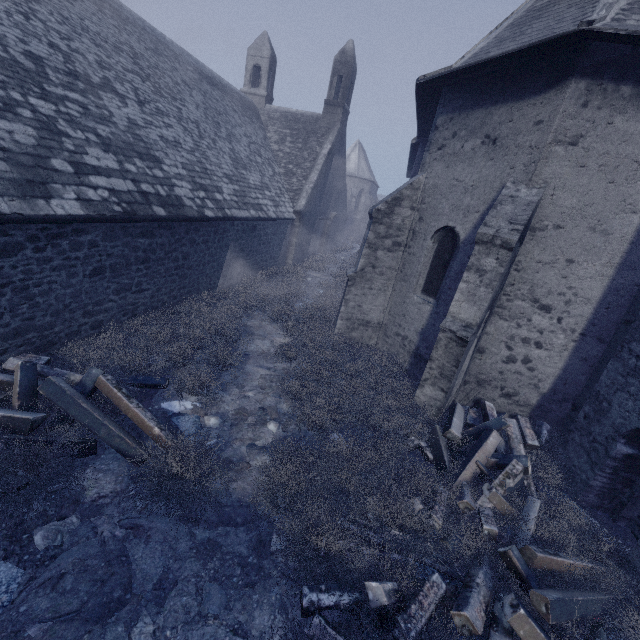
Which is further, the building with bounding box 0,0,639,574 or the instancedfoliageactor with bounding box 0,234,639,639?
the building with bounding box 0,0,639,574

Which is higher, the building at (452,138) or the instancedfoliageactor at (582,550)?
the building at (452,138)

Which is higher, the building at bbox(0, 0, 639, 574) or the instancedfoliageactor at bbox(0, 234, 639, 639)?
the building at bbox(0, 0, 639, 574)

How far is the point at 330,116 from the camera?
20.2m

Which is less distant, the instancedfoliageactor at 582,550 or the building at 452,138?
the instancedfoliageactor at 582,550
